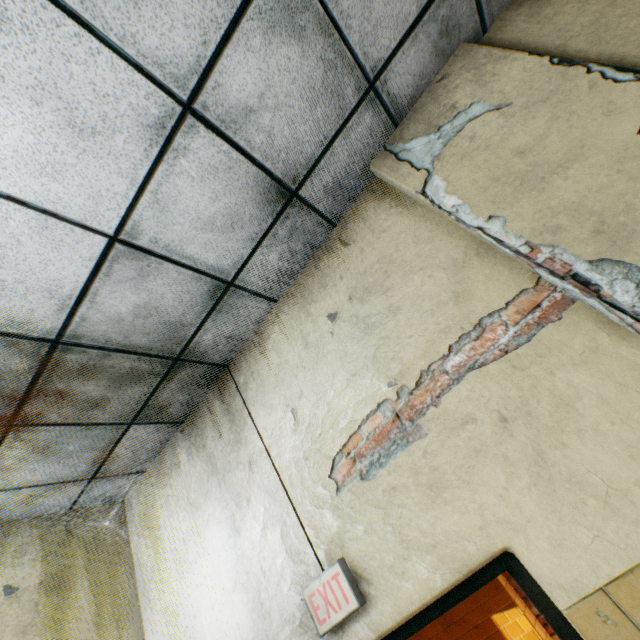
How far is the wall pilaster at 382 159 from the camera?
1.6m

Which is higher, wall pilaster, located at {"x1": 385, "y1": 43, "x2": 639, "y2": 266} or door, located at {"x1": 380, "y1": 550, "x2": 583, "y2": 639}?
wall pilaster, located at {"x1": 385, "y1": 43, "x2": 639, "y2": 266}

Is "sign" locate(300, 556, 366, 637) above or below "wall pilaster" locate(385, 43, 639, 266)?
below

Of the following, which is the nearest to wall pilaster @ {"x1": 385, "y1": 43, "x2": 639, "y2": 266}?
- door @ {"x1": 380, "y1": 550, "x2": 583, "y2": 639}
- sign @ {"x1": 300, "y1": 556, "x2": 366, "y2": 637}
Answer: door @ {"x1": 380, "y1": 550, "x2": 583, "y2": 639}

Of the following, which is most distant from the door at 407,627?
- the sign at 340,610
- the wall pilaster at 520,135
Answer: the wall pilaster at 520,135

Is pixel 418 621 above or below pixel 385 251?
below

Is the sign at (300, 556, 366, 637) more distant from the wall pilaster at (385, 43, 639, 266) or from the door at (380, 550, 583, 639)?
the wall pilaster at (385, 43, 639, 266)
